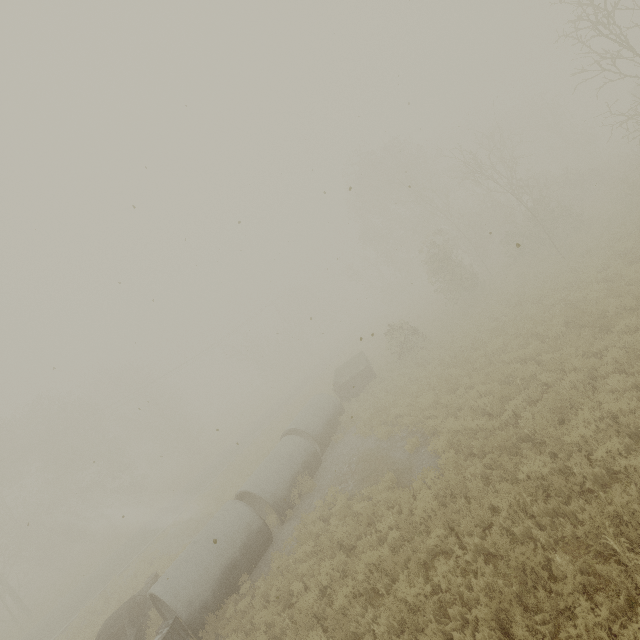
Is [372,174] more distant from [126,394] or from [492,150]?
[126,394]

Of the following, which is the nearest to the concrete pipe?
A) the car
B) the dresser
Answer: the dresser

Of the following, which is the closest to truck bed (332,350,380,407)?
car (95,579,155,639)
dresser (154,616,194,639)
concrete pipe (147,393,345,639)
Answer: concrete pipe (147,393,345,639)

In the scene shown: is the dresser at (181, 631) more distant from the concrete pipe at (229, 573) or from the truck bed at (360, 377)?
the truck bed at (360, 377)

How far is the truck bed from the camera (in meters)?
20.08

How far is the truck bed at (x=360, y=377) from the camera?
20.1m

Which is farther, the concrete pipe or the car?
the car

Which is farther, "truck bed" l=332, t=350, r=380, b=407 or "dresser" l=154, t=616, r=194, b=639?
"truck bed" l=332, t=350, r=380, b=407
